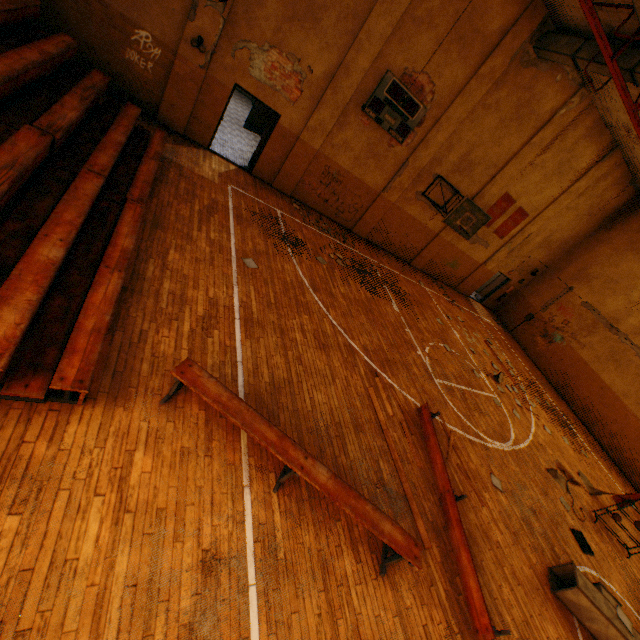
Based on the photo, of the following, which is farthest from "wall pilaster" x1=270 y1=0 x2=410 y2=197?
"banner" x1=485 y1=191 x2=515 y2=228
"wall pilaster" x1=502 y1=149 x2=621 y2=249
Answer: "wall pilaster" x1=502 y1=149 x2=621 y2=249

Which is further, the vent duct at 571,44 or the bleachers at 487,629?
the vent duct at 571,44

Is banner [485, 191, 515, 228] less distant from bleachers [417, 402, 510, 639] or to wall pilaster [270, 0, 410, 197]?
wall pilaster [270, 0, 410, 197]

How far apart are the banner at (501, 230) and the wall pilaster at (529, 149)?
1.7 meters

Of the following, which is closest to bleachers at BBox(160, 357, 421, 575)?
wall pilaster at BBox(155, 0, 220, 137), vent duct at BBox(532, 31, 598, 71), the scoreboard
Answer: vent duct at BBox(532, 31, 598, 71)

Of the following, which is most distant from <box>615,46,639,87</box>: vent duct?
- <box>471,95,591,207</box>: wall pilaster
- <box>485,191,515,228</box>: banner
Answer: <box>485,191,515,228</box>: banner

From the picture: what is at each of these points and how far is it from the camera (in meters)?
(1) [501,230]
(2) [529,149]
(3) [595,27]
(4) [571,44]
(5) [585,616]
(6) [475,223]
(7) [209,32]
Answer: (1) banner, 16.05
(2) wall pilaster, 13.04
(3) metal beam, 7.10
(4) vent duct, 9.45
(5) vent duct, 6.05
(6) basketball backboard, 12.45
(7) wall pilaster, 8.55

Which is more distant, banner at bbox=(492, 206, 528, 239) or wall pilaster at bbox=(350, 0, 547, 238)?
banner at bbox=(492, 206, 528, 239)
